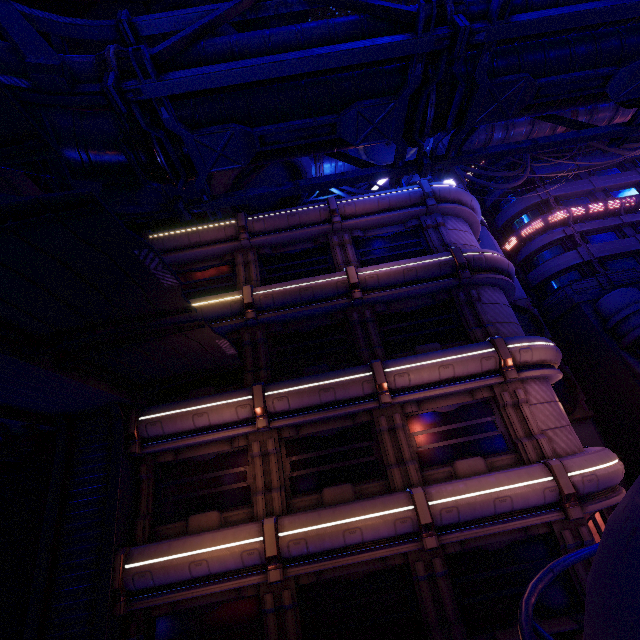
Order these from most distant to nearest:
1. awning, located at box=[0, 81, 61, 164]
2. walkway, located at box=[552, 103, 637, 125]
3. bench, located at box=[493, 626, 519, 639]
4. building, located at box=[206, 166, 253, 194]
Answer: walkway, located at box=[552, 103, 637, 125] < building, located at box=[206, 166, 253, 194] < bench, located at box=[493, 626, 519, 639] < awning, located at box=[0, 81, 61, 164]

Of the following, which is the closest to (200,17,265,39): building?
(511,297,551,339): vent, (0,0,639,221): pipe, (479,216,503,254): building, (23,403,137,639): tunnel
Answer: (0,0,639,221): pipe

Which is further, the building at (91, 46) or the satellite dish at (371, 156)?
the satellite dish at (371, 156)

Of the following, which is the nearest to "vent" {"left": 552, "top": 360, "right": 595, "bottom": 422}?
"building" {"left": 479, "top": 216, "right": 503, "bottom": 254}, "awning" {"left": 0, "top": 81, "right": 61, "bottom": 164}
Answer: "building" {"left": 479, "top": 216, "right": 503, "bottom": 254}

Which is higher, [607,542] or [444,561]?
[607,542]

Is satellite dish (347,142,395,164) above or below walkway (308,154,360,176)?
below

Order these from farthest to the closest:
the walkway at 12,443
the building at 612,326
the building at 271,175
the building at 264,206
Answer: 1. the building at 612,326
2. the building at 264,206
3. the building at 271,175
4. the walkway at 12,443

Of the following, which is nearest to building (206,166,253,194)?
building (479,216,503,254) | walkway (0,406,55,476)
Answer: walkway (0,406,55,476)
